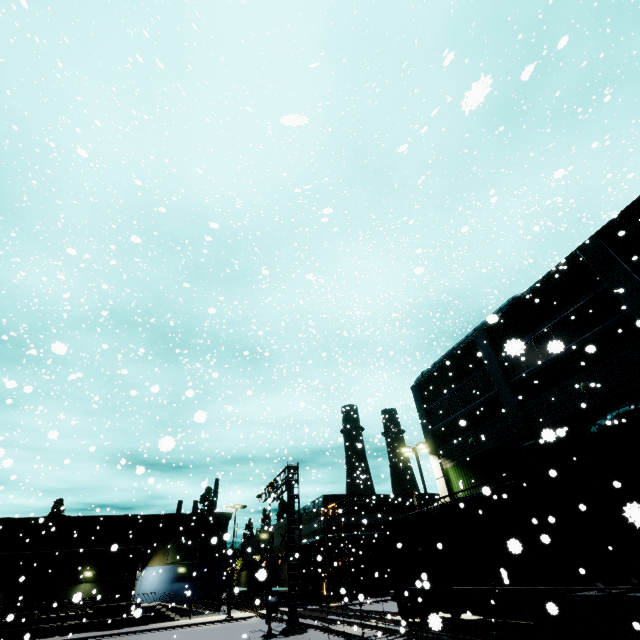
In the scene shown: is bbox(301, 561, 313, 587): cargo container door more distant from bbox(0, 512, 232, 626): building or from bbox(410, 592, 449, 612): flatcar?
bbox(410, 592, 449, 612): flatcar

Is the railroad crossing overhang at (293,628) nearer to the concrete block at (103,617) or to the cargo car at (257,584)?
the cargo car at (257,584)

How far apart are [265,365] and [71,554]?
33.3m

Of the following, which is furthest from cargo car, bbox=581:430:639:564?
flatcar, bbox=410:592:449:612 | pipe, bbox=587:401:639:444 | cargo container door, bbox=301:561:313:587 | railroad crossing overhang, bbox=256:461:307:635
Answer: cargo container door, bbox=301:561:313:587

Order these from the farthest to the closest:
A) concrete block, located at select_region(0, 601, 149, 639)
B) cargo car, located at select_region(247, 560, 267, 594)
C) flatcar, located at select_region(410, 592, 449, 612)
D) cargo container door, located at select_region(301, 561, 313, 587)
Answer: cargo container door, located at select_region(301, 561, 313, 587) < concrete block, located at select_region(0, 601, 149, 639) < flatcar, located at select_region(410, 592, 449, 612) < cargo car, located at select_region(247, 560, 267, 594)

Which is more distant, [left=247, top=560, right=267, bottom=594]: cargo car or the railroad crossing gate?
the railroad crossing gate

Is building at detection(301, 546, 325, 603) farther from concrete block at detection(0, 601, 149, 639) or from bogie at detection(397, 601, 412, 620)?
bogie at detection(397, 601, 412, 620)

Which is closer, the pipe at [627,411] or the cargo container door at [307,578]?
the pipe at [627,411]
